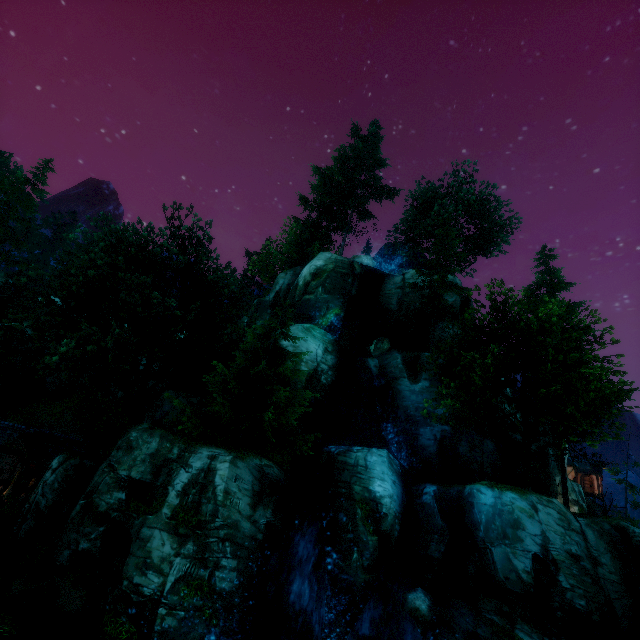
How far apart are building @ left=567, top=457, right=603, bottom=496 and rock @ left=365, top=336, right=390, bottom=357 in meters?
38.1 m

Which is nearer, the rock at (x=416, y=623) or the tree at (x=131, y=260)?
the rock at (x=416, y=623)

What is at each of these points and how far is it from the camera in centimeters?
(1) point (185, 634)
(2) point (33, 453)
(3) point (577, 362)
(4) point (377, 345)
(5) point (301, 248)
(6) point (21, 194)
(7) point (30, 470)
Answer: (1) rock, 1194cm
(2) building, 2103cm
(3) tree, 1889cm
(4) rock, 2761cm
(5) tree, 3875cm
(6) tree, 3534cm
(7) box, 2345cm

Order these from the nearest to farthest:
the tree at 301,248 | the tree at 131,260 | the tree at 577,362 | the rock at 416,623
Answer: the rock at 416,623, the tree at 131,260, the tree at 577,362, the tree at 301,248

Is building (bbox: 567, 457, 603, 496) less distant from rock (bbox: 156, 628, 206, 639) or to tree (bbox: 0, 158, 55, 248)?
tree (bbox: 0, 158, 55, 248)

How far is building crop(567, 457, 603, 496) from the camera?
42.7 meters

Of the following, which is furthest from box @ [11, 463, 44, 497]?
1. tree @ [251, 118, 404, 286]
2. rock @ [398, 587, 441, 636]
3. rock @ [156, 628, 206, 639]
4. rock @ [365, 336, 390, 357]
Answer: rock @ [365, 336, 390, 357]

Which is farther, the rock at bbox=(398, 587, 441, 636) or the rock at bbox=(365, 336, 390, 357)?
the rock at bbox=(365, 336, 390, 357)
